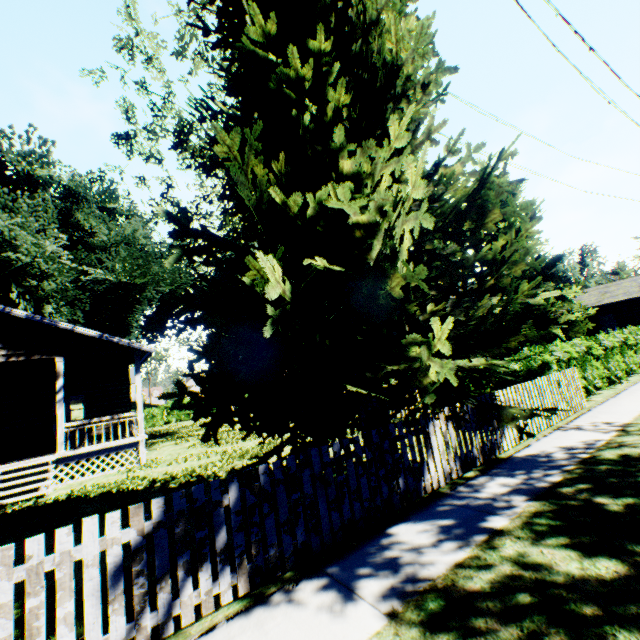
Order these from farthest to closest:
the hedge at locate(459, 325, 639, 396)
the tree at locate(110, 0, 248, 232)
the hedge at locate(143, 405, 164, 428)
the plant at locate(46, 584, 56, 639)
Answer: the hedge at locate(143, 405, 164, 428) → the tree at locate(110, 0, 248, 232) → the hedge at locate(459, 325, 639, 396) → the plant at locate(46, 584, 56, 639)

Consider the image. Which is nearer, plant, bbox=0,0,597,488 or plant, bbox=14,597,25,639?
plant, bbox=14,597,25,639

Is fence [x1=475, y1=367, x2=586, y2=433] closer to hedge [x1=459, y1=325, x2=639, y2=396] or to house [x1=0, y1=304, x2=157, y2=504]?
hedge [x1=459, y1=325, x2=639, y2=396]

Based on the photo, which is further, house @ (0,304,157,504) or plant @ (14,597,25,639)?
house @ (0,304,157,504)

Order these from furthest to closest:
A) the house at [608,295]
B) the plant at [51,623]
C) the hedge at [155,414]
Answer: the hedge at [155,414] < the house at [608,295] < the plant at [51,623]

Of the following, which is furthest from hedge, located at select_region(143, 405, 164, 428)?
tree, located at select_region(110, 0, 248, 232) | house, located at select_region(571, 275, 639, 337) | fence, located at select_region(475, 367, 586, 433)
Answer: house, located at select_region(571, 275, 639, 337)

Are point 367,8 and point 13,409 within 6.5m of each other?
no

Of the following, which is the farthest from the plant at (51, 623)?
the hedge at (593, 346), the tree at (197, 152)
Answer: the hedge at (593, 346)
